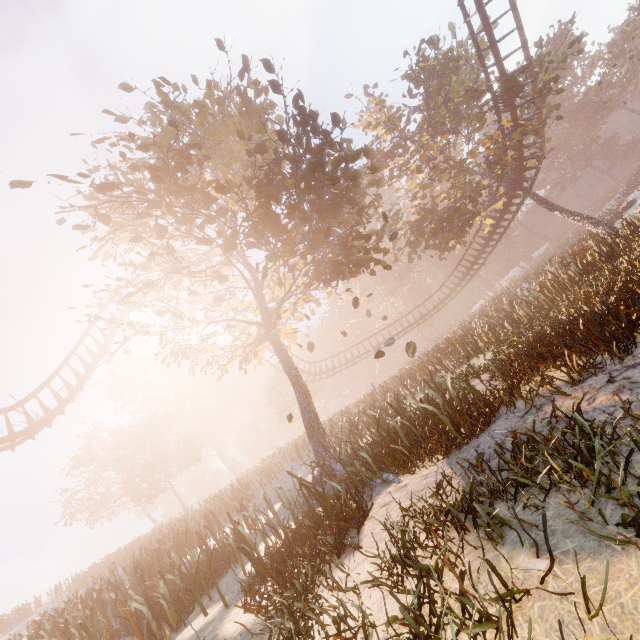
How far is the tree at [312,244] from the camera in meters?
8.8

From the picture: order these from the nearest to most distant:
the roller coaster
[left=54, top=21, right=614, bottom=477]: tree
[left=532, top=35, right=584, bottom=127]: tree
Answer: [left=54, top=21, right=614, bottom=477]: tree → the roller coaster → [left=532, top=35, right=584, bottom=127]: tree

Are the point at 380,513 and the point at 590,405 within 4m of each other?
yes

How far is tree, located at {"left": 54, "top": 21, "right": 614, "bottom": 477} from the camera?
8.8m

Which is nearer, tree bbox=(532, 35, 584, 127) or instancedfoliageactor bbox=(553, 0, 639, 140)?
tree bbox=(532, 35, 584, 127)

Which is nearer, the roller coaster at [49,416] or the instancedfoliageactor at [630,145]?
the roller coaster at [49,416]
